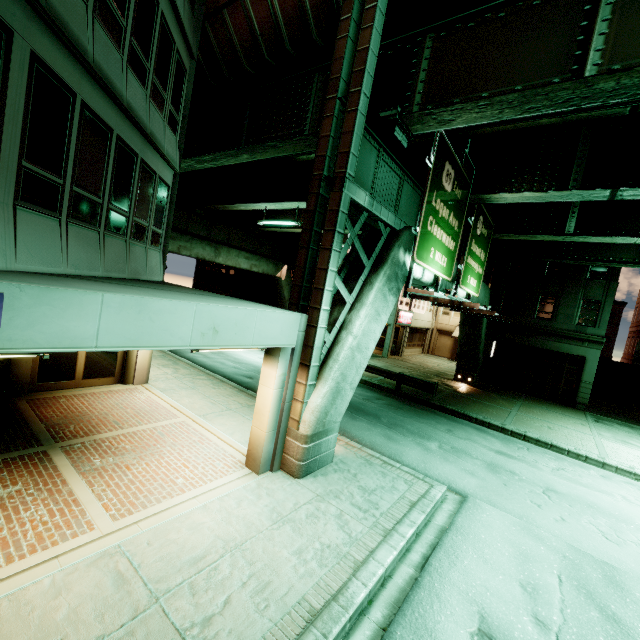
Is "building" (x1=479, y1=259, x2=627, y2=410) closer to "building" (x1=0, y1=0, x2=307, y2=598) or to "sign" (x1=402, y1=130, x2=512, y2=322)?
"sign" (x1=402, y1=130, x2=512, y2=322)

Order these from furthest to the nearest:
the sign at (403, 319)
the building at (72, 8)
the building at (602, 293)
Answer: the sign at (403, 319) < the building at (602, 293) < the building at (72, 8)

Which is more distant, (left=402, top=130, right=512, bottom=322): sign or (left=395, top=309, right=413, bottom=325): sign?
(left=395, top=309, right=413, bottom=325): sign

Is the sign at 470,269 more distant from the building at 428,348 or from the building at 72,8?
the building at 428,348

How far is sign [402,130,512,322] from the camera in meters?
9.2

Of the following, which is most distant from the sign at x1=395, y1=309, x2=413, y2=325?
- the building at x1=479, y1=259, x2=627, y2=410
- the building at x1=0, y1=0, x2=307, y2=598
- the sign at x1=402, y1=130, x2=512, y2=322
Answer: the building at x1=0, y1=0, x2=307, y2=598

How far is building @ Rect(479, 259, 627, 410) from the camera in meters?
21.2 m

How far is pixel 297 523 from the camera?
6.0m
